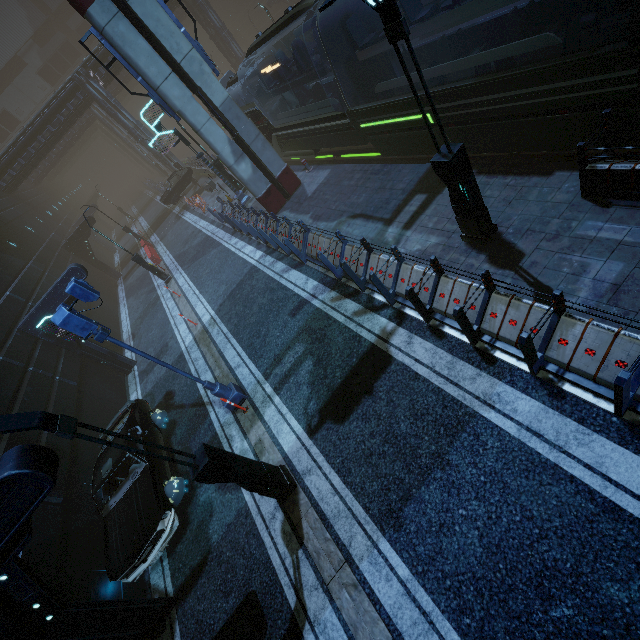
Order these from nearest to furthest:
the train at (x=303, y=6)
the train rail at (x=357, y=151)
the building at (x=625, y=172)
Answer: the building at (x=625, y=172) < the train at (x=303, y=6) < the train rail at (x=357, y=151)

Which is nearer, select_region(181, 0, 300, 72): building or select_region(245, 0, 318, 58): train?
select_region(245, 0, 318, 58): train

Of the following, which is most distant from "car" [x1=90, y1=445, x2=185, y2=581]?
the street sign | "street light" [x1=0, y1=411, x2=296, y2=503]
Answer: "street light" [x1=0, y1=411, x2=296, y2=503]

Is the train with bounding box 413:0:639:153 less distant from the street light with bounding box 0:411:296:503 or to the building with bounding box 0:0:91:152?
the building with bounding box 0:0:91:152

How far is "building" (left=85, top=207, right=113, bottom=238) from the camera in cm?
2791

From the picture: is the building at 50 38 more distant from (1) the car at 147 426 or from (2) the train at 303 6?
(1) the car at 147 426

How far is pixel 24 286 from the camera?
17.2m

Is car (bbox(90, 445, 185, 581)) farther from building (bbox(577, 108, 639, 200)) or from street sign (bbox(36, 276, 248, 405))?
street sign (bbox(36, 276, 248, 405))
